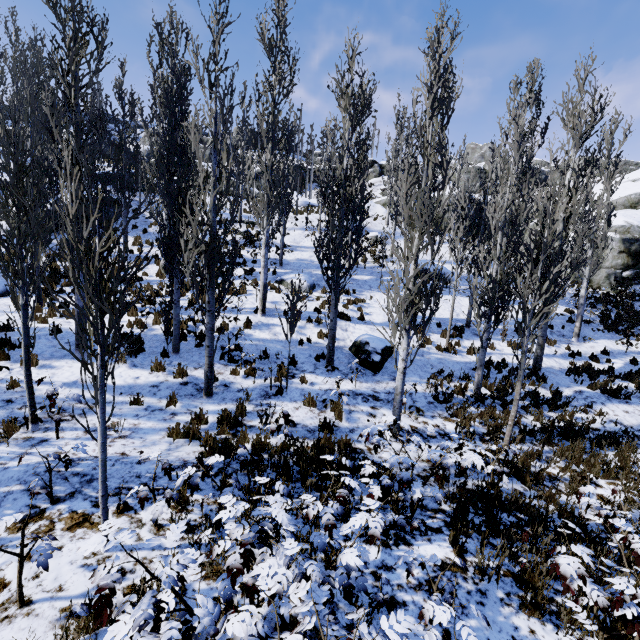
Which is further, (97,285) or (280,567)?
(97,285)

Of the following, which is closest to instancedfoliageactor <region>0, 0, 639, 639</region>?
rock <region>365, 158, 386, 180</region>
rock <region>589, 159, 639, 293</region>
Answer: rock <region>589, 159, 639, 293</region>

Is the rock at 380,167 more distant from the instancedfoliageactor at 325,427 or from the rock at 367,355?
the rock at 367,355

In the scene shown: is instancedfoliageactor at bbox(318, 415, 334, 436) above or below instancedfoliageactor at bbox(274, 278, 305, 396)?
below

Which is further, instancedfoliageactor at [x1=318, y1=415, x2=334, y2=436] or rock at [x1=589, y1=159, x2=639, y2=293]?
rock at [x1=589, y1=159, x2=639, y2=293]

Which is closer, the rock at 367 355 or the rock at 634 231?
the rock at 367 355

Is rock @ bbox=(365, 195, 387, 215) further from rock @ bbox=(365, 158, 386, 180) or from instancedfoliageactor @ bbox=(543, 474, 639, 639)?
rock @ bbox=(365, 158, 386, 180)
